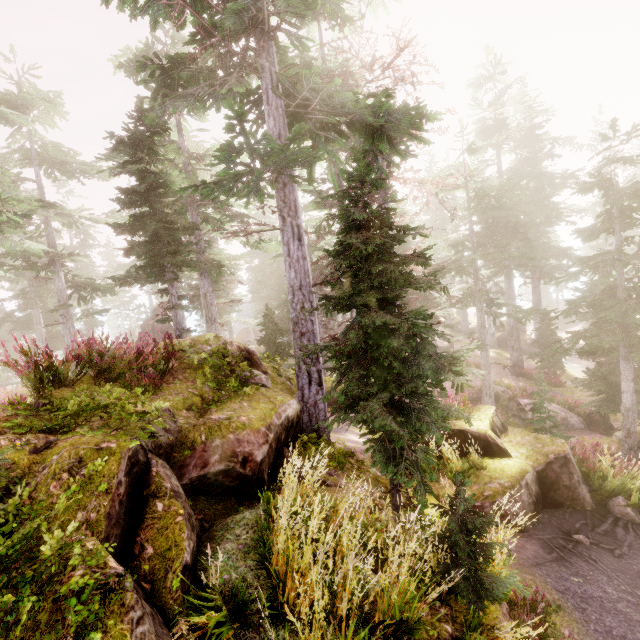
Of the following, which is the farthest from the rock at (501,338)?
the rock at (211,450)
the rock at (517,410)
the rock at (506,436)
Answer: the rock at (506,436)

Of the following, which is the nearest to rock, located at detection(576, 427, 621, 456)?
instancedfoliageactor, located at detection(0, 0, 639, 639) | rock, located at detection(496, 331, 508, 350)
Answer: instancedfoliageactor, located at detection(0, 0, 639, 639)

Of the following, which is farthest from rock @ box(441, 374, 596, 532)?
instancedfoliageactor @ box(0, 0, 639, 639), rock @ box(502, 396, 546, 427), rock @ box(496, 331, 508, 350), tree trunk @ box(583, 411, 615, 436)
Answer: rock @ box(496, 331, 508, 350)

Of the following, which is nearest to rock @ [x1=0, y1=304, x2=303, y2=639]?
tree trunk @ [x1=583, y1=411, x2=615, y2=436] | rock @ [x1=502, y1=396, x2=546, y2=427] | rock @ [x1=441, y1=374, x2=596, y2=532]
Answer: rock @ [x1=441, y1=374, x2=596, y2=532]

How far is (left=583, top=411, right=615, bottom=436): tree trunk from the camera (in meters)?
18.04

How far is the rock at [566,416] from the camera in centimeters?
1871cm

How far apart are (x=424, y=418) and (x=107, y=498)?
4.2 meters

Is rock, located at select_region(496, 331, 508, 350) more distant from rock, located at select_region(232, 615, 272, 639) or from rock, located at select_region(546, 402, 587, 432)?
rock, located at select_region(232, 615, 272, 639)
